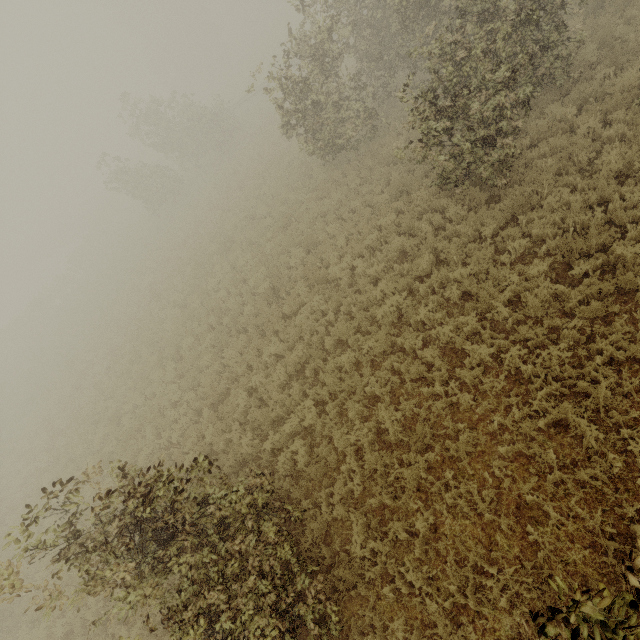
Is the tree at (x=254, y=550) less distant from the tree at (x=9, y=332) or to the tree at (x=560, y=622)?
the tree at (x=560, y=622)

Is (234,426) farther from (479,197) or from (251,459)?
(479,197)

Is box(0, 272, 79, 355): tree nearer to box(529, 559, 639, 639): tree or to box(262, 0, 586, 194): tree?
box(529, 559, 639, 639): tree

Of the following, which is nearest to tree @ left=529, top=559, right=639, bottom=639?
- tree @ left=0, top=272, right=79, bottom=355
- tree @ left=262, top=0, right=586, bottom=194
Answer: tree @ left=262, top=0, right=586, bottom=194

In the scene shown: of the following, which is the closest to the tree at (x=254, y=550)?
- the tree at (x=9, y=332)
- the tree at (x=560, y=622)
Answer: the tree at (x=560, y=622)

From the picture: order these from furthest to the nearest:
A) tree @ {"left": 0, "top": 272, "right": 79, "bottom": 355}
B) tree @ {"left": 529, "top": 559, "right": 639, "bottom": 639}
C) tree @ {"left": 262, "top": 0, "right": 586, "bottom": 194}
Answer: tree @ {"left": 0, "top": 272, "right": 79, "bottom": 355} → tree @ {"left": 262, "top": 0, "right": 586, "bottom": 194} → tree @ {"left": 529, "top": 559, "right": 639, "bottom": 639}
